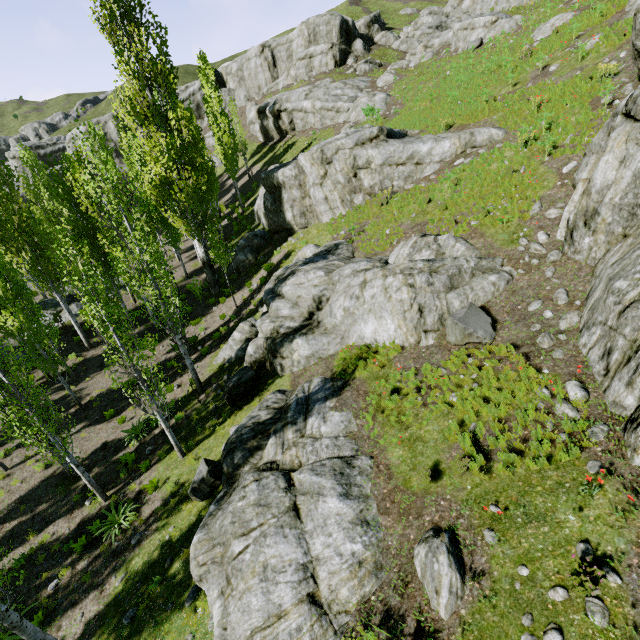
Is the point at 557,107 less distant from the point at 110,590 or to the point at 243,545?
the point at 243,545

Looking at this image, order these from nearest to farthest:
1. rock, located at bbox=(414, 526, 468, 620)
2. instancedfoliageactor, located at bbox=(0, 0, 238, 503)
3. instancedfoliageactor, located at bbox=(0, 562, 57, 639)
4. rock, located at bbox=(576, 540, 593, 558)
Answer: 1. rock, located at bbox=(576, 540, 593, 558)
2. rock, located at bbox=(414, 526, 468, 620)
3. instancedfoliageactor, located at bbox=(0, 562, 57, 639)
4. instancedfoliageactor, located at bbox=(0, 0, 238, 503)

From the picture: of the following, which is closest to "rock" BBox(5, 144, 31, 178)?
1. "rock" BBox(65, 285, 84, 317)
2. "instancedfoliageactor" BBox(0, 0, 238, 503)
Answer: "instancedfoliageactor" BBox(0, 0, 238, 503)

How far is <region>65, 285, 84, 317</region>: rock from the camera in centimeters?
2395cm

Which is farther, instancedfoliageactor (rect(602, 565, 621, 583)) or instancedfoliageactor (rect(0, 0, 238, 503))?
instancedfoliageactor (rect(0, 0, 238, 503))

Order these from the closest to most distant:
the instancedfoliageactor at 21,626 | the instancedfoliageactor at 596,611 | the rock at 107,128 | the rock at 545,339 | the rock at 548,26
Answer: the instancedfoliageactor at 596,611 < the instancedfoliageactor at 21,626 < the rock at 545,339 < the rock at 548,26 < the rock at 107,128

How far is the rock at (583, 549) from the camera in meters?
4.5
